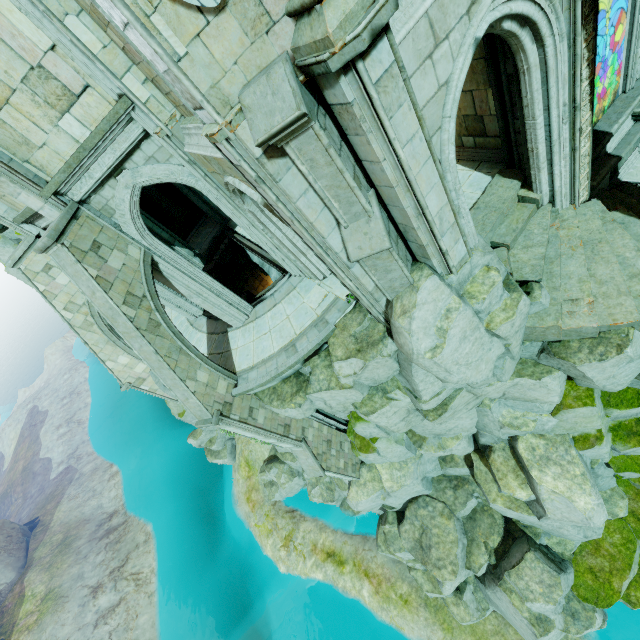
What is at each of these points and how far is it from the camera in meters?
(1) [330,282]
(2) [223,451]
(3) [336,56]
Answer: (1) building, 11.2 m
(2) rock, 28.8 m
(3) column top, 3.5 m

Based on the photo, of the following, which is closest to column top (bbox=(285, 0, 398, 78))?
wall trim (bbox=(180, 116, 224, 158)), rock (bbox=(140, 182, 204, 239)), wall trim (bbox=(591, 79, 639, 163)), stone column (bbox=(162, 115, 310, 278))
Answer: wall trim (bbox=(180, 116, 224, 158))

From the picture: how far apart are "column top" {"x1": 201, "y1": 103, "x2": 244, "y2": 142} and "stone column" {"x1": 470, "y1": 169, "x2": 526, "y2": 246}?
6.2 meters

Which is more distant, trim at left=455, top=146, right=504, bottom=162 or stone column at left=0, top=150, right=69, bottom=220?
trim at left=455, top=146, right=504, bottom=162

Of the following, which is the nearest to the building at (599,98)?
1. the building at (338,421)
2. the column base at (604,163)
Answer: the column base at (604,163)

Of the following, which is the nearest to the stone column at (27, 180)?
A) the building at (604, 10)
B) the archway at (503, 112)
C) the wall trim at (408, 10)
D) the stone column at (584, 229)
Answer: the archway at (503, 112)

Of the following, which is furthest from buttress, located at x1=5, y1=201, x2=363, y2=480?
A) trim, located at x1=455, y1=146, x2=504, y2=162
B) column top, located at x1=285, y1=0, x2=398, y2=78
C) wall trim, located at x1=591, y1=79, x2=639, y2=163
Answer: wall trim, located at x1=591, y1=79, x2=639, y2=163

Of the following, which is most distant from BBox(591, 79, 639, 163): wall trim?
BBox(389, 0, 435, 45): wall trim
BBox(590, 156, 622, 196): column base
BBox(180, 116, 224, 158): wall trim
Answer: BBox(180, 116, 224, 158): wall trim
